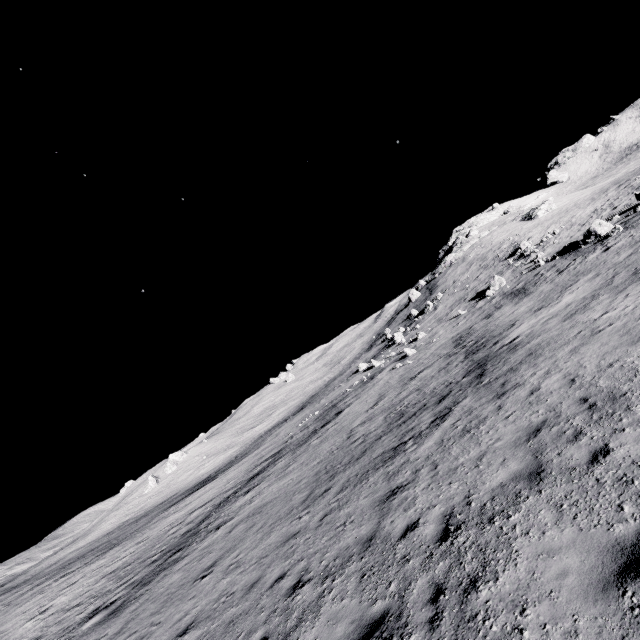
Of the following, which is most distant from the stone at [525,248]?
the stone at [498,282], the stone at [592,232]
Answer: the stone at [592,232]

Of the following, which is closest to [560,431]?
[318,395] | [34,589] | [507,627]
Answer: [507,627]

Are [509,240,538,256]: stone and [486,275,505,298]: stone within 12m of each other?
yes

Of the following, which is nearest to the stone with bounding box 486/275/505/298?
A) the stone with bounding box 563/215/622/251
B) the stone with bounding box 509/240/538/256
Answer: the stone with bounding box 563/215/622/251

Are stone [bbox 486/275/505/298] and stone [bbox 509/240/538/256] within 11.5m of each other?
yes

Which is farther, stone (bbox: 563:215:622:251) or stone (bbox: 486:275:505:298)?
stone (bbox: 486:275:505:298)

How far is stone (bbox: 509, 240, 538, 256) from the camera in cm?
4141
